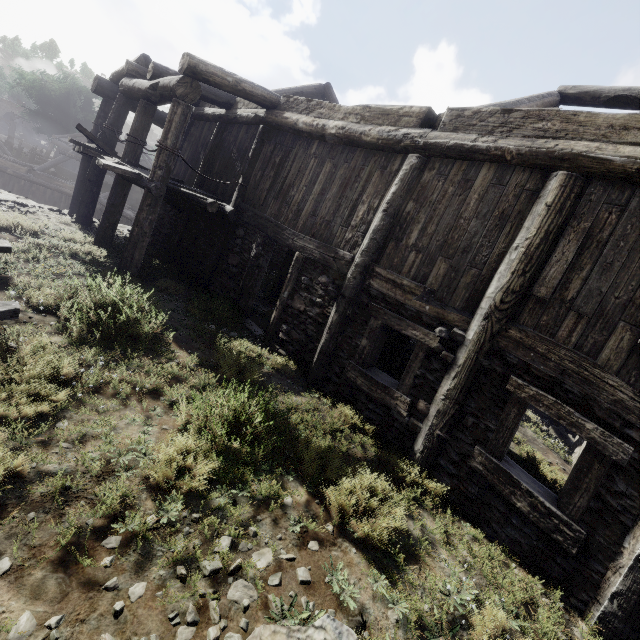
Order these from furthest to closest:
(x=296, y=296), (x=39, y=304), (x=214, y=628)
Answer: (x=296, y=296), (x=39, y=304), (x=214, y=628)
